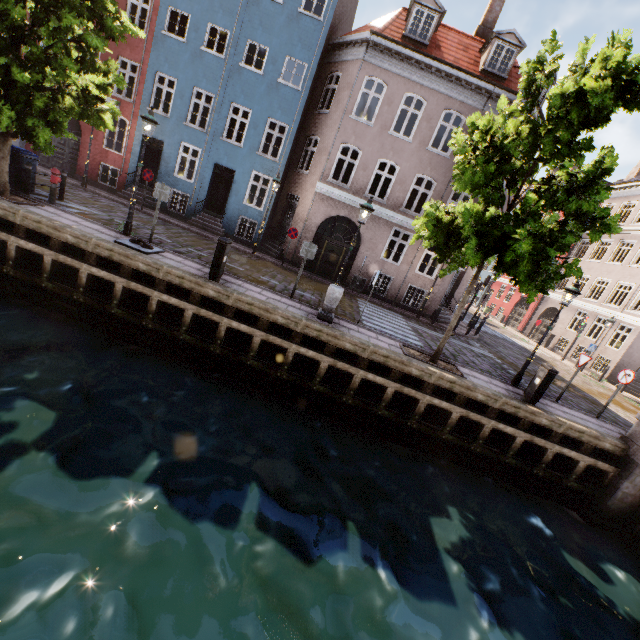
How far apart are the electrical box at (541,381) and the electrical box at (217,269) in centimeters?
968cm

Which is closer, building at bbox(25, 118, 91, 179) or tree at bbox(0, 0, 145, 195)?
tree at bbox(0, 0, 145, 195)

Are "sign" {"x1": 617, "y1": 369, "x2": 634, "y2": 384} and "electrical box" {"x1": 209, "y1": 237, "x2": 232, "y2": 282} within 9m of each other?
no

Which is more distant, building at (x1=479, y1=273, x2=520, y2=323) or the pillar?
building at (x1=479, y1=273, x2=520, y2=323)

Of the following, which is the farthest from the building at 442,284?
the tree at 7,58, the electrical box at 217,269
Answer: the electrical box at 217,269

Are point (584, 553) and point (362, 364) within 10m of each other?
yes

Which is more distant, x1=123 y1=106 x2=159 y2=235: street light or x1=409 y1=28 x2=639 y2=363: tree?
x1=123 y1=106 x2=159 y2=235: street light

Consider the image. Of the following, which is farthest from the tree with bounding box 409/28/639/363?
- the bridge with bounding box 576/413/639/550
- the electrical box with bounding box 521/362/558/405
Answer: the electrical box with bounding box 521/362/558/405
